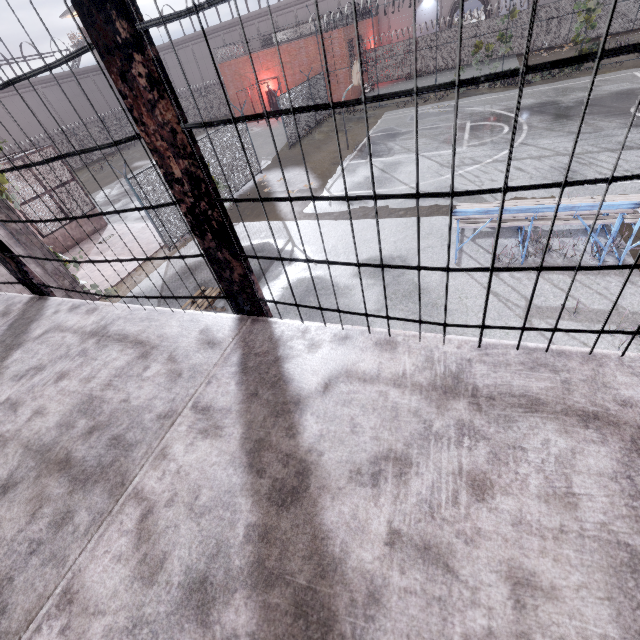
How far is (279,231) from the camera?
12.0m

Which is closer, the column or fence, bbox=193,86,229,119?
the column

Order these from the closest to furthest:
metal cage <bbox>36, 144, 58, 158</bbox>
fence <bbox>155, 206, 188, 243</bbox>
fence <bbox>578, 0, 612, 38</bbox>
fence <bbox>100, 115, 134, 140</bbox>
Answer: fence <bbox>155, 206, 188, 243</bbox> < metal cage <bbox>36, 144, 58, 158</bbox> < fence <bbox>578, 0, 612, 38</bbox> < fence <bbox>100, 115, 134, 140</bbox>

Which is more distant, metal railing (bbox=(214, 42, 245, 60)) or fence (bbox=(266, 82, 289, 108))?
metal railing (bbox=(214, 42, 245, 60))

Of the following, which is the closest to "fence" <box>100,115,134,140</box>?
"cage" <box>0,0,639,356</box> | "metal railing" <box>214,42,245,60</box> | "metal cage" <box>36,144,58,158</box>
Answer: "metal railing" <box>214,42,245,60</box>

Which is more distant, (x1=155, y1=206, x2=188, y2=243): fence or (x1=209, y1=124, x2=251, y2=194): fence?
(x1=209, y1=124, x2=251, y2=194): fence

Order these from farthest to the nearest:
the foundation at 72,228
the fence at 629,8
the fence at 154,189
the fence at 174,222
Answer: the fence at 629,8 < the foundation at 72,228 < the fence at 174,222 < the fence at 154,189

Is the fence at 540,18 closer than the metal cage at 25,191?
No
